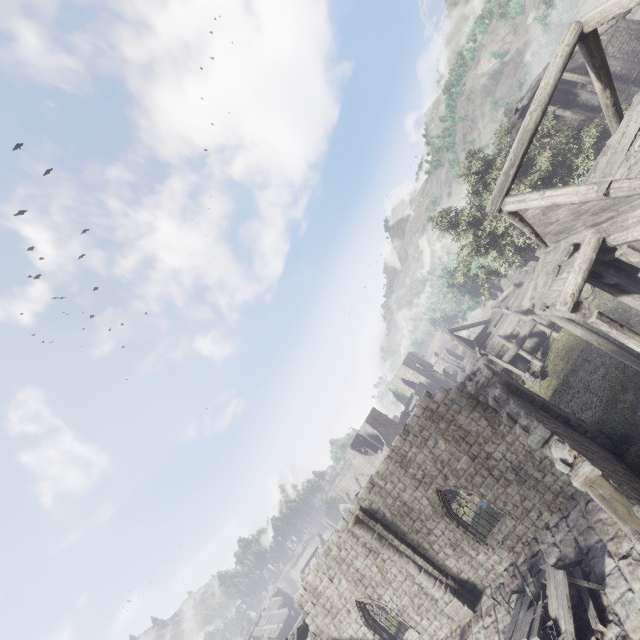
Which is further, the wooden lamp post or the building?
the wooden lamp post

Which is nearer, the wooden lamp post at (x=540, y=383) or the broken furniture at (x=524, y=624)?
the broken furniture at (x=524, y=624)

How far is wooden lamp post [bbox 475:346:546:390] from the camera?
21.88m

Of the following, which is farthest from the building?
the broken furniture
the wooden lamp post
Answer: the wooden lamp post

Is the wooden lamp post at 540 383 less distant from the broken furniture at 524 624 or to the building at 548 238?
the building at 548 238

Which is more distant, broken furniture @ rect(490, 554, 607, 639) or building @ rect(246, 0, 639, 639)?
broken furniture @ rect(490, 554, 607, 639)

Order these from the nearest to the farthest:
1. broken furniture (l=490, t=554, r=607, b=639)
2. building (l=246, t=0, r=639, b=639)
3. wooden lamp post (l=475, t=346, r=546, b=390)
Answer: building (l=246, t=0, r=639, b=639), broken furniture (l=490, t=554, r=607, b=639), wooden lamp post (l=475, t=346, r=546, b=390)

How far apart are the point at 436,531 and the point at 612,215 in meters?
15.2 m
